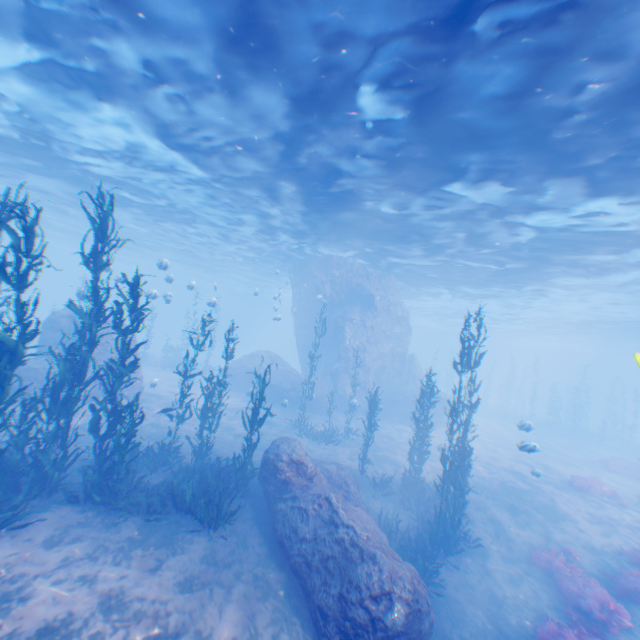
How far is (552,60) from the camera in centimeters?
735cm

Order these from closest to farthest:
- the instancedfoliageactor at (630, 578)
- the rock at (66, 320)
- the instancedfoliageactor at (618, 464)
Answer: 1. the instancedfoliageactor at (630, 578)
2. the rock at (66, 320)
3. the instancedfoliageactor at (618, 464)

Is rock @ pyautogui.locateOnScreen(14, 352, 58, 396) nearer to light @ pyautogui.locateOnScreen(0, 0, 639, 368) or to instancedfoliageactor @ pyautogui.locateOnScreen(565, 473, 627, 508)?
light @ pyautogui.locateOnScreen(0, 0, 639, 368)

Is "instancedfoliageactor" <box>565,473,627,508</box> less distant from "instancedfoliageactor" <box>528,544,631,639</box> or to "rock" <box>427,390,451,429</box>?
"rock" <box>427,390,451,429</box>

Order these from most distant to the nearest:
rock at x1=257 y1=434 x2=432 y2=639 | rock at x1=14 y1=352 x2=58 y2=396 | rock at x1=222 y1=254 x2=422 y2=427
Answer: rock at x1=222 y1=254 x2=422 y2=427 → rock at x1=14 y1=352 x2=58 y2=396 → rock at x1=257 y1=434 x2=432 y2=639

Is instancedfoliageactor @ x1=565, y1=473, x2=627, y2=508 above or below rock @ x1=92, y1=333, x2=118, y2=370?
below

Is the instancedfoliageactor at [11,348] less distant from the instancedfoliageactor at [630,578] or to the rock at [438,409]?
the rock at [438,409]
